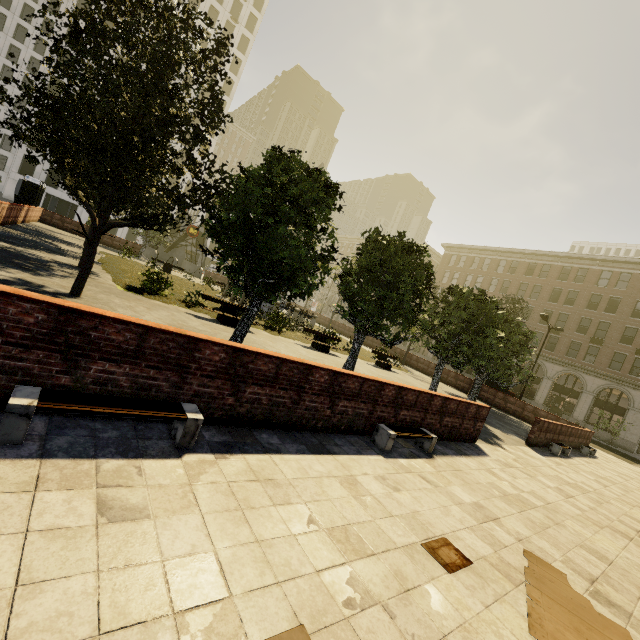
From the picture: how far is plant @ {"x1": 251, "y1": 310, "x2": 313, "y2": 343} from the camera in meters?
16.4

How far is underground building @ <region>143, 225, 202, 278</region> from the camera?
36.1 meters

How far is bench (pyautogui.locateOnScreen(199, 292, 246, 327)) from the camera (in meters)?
13.37

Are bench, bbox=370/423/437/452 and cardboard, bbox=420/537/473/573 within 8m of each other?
yes

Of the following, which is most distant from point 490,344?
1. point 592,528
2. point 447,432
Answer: point 592,528

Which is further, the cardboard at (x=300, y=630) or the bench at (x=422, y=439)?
the bench at (x=422, y=439)

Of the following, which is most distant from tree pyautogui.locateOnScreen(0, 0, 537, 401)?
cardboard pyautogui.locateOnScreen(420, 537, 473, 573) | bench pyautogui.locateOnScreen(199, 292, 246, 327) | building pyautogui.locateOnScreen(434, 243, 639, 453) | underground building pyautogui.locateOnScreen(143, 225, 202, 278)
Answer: cardboard pyautogui.locateOnScreen(420, 537, 473, 573)

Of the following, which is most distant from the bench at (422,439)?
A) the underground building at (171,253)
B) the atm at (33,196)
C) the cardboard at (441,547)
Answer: the underground building at (171,253)
